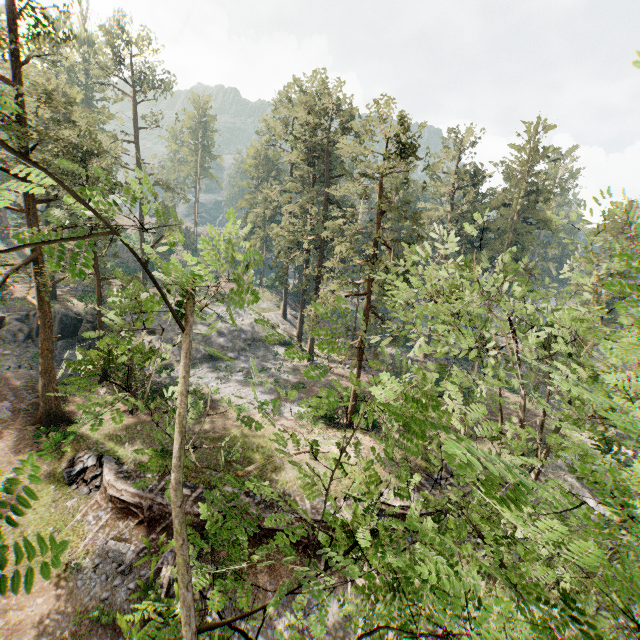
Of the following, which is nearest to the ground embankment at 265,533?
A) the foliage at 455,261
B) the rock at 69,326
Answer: the foliage at 455,261

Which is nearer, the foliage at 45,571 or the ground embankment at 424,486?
the foliage at 45,571

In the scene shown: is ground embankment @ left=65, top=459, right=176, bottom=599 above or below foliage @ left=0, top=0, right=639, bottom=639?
below

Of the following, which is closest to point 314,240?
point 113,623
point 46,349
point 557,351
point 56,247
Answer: point 56,247

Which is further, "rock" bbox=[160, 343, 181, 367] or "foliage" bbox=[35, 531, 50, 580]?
"rock" bbox=[160, 343, 181, 367]

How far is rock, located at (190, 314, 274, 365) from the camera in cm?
3681

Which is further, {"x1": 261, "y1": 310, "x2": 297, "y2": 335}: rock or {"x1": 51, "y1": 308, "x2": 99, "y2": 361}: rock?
{"x1": 261, "y1": 310, "x2": 297, "y2": 335}: rock

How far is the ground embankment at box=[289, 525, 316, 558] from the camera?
17.81m
